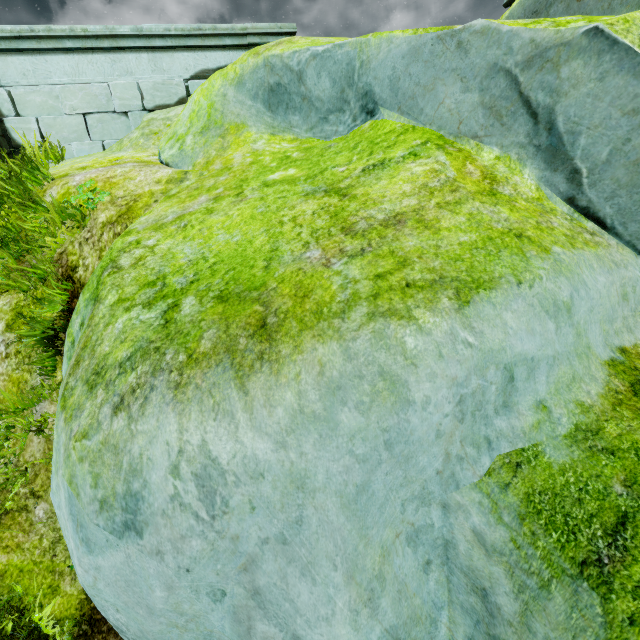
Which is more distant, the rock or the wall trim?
the wall trim

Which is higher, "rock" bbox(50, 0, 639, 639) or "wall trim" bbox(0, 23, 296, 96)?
"wall trim" bbox(0, 23, 296, 96)

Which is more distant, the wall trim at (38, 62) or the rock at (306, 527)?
the wall trim at (38, 62)

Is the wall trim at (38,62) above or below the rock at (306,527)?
above

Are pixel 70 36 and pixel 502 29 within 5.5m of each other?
no
